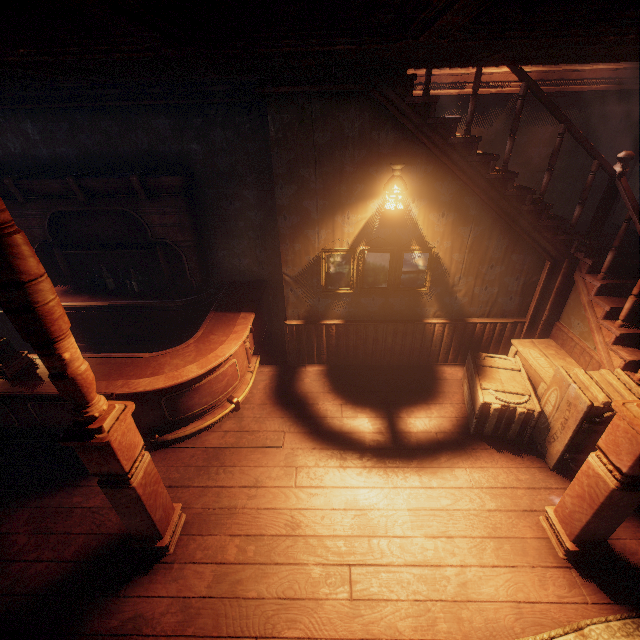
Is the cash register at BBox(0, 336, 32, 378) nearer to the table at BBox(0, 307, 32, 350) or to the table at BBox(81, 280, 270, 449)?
the table at BBox(81, 280, 270, 449)

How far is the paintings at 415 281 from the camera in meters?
4.3 m

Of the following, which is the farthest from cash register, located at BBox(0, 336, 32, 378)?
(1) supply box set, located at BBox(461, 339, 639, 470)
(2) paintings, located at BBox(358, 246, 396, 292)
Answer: (1) supply box set, located at BBox(461, 339, 639, 470)

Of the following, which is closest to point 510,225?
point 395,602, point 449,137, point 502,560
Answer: point 449,137

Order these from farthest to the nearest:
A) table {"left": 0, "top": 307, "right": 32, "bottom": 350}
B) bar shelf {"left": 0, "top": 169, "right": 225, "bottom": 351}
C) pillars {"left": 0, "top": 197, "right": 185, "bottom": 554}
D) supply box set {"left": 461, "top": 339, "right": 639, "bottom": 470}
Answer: table {"left": 0, "top": 307, "right": 32, "bottom": 350} → bar shelf {"left": 0, "top": 169, "right": 225, "bottom": 351} → supply box set {"left": 461, "top": 339, "right": 639, "bottom": 470} → pillars {"left": 0, "top": 197, "right": 185, "bottom": 554}

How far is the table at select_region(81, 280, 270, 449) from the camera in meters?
3.8

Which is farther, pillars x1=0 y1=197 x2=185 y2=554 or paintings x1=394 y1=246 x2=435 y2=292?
paintings x1=394 y1=246 x2=435 y2=292
